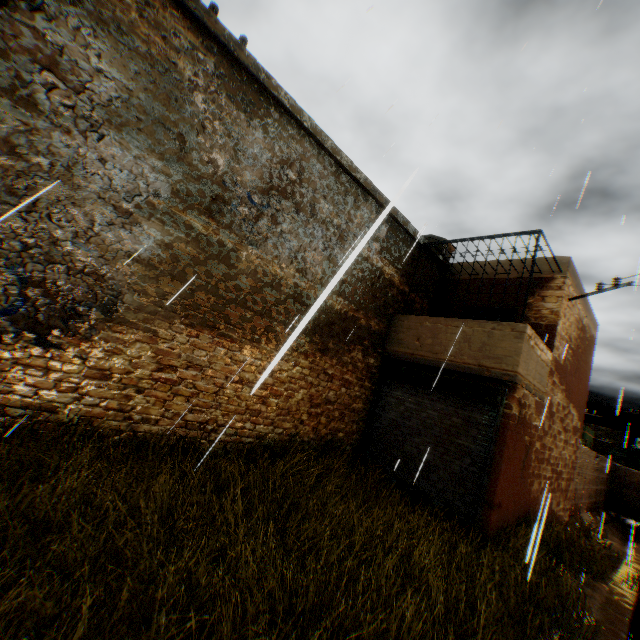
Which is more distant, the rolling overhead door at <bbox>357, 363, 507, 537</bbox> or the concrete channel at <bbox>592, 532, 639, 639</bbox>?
the rolling overhead door at <bbox>357, 363, 507, 537</bbox>

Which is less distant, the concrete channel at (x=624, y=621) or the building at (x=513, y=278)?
the concrete channel at (x=624, y=621)

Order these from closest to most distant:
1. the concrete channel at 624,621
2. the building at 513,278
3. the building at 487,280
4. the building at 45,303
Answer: the building at 45,303 < the concrete channel at 624,621 < the building at 513,278 < the building at 487,280

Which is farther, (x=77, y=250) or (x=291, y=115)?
(x=291, y=115)

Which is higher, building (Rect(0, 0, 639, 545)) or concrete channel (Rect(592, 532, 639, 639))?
building (Rect(0, 0, 639, 545))

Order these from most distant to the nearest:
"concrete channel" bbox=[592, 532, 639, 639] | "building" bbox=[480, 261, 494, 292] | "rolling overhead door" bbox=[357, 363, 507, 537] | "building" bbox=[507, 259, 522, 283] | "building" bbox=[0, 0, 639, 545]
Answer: "building" bbox=[480, 261, 494, 292], "building" bbox=[507, 259, 522, 283], "rolling overhead door" bbox=[357, 363, 507, 537], "concrete channel" bbox=[592, 532, 639, 639], "building" bbox=[0, 0, 639, 545]

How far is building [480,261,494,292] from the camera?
10.51m
